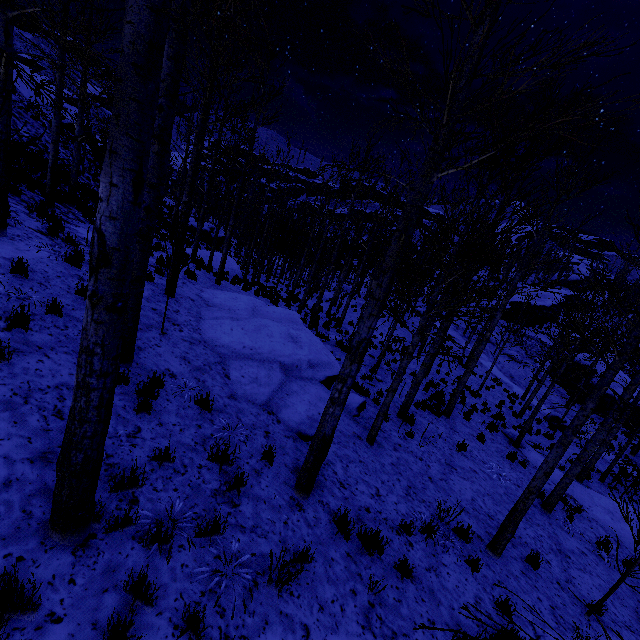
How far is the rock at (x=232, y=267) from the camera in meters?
20.1 m

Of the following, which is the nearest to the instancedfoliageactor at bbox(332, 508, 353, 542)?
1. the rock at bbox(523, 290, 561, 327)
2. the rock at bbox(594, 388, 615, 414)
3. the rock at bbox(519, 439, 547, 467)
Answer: the rock at bbox(519, 439, 547, 467)

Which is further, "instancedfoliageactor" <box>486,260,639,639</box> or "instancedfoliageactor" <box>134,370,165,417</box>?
"instancedfoliageactor" <box>486,260,639,639</box>

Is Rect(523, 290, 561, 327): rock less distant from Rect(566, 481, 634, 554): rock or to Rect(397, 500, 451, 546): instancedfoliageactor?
Rect(566, 481, 634, 554): rock

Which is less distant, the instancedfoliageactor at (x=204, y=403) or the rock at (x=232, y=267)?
the instancedfoliageactor at (x=204, y=403)

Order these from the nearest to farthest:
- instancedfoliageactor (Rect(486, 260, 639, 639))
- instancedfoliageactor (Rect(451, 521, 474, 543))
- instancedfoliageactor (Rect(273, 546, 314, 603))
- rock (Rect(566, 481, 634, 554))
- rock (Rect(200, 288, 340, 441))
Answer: instancedfoliageactor (Rect(273, 546, 314, 603)), instancedfoliageactor (Rect(486, 260, 639, 639)), instancedfoliageactor (Rect(451, 521, 474, 543)), rock (Rect(200, 288, 340, 441)), rock (Rect(566, 481, 634, 554))

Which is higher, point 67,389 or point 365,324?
point 365,324

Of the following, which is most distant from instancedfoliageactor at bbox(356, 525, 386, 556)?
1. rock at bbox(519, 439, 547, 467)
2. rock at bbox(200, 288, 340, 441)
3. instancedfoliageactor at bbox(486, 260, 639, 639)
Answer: instancedfoliageactor at bbox(486, 260, 639, 639)
